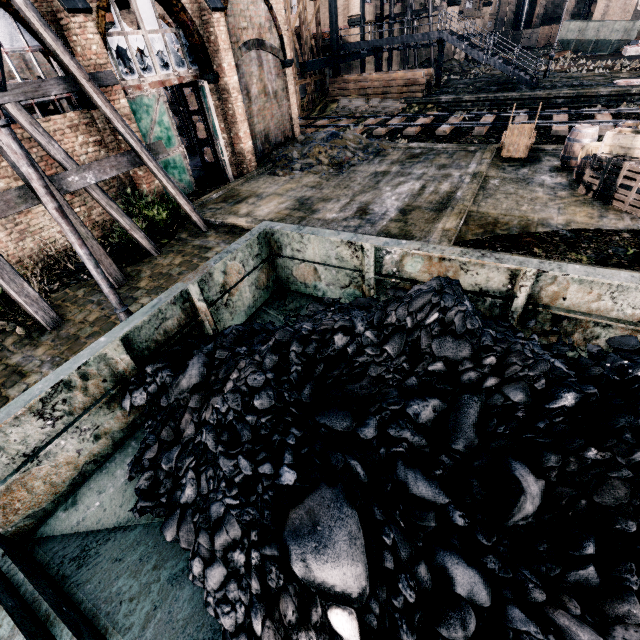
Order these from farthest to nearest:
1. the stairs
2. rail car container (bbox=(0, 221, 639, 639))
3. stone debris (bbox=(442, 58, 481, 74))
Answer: stone debris (bbox=(442, 58, 481, 74)) < the stairs < rail car container (bbox=(0, 221, 639, 639))

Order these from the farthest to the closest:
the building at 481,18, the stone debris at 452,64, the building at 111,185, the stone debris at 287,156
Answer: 1. the building at 481,18
2. the stone debris at 452,64
3. the stone debris at 287,156
4. the building at 111,185

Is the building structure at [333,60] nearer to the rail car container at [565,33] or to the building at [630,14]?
the rail car container at [565,33]

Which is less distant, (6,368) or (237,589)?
(237,589)

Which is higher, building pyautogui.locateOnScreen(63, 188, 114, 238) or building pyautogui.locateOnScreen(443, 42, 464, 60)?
building pyautogui.locateOnScreen(443, 42, 464, 60)

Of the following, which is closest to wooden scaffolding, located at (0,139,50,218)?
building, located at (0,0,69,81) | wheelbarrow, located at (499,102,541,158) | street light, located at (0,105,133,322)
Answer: building, located at (0,0,69,81)

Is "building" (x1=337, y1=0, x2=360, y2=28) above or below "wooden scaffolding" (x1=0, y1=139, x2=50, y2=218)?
above

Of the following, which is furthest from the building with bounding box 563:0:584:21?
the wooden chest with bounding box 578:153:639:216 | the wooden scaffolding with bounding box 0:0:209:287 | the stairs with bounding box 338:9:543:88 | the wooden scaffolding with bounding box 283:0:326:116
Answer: the wooden scaffolding with bounding box 0:0:209:287
